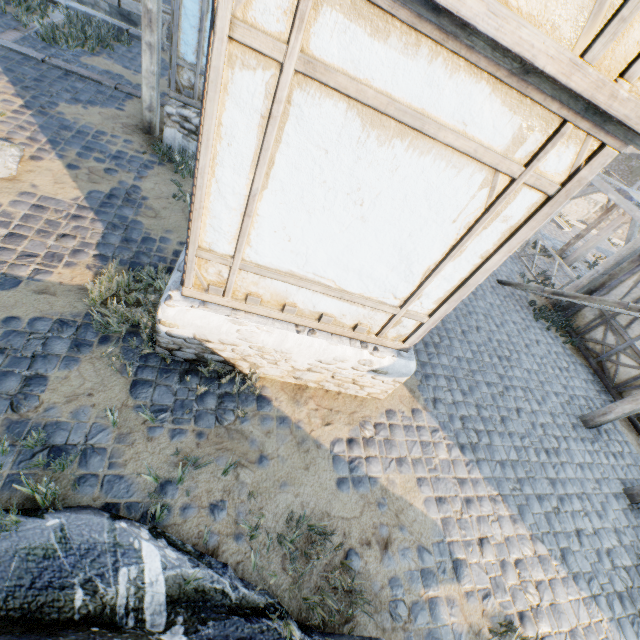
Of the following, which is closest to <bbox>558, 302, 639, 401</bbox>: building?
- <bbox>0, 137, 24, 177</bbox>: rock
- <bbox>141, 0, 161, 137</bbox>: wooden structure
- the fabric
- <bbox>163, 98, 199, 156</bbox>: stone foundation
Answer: the fabric

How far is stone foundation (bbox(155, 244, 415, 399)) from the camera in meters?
3.6

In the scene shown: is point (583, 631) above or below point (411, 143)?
below

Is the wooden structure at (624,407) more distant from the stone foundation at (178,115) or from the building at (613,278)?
the stone foundation at (178,115)

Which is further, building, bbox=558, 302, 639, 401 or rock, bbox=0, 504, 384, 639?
building, bbox=558, 302, 639, 401

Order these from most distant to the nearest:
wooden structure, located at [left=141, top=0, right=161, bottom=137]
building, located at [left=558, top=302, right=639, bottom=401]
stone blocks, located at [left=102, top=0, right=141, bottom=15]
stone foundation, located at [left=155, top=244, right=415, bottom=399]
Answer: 1. stone blocks, located at [left=102, top=0, right=141, bottom=15]
2. building, located at [left=558, top=302, right=639, bottom=401]
3. wooden structure, located at [left=141, top=0, right=161, bottom=137]
4. stone foundation, located at [left=155, top=244, right=415, bottom=399]

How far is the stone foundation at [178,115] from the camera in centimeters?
641cm
